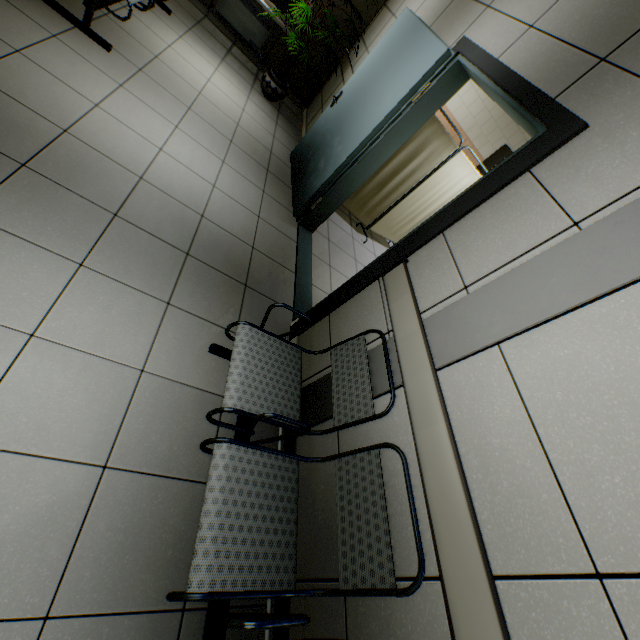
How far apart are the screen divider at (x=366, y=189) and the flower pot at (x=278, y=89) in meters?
1.7

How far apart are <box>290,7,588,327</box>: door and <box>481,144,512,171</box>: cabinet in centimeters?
434cm

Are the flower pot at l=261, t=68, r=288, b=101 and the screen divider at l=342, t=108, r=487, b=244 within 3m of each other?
yes

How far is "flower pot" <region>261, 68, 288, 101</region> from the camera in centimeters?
486cm

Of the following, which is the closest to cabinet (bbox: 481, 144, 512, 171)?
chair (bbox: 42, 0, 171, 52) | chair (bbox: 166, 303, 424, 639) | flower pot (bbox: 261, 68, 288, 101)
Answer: flower pot (bbox: 261, 68, 288, 101)

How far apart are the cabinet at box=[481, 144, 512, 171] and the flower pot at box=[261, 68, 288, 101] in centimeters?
426cm

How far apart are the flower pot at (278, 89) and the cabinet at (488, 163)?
4.3 meters

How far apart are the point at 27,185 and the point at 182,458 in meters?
1.8 m
